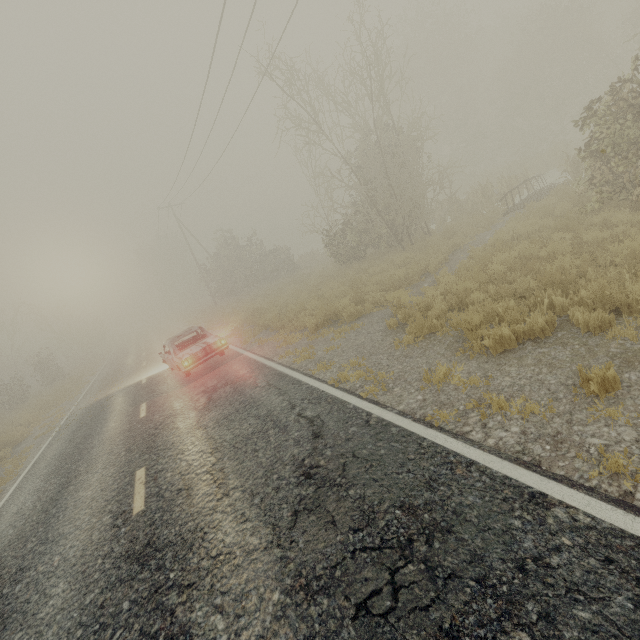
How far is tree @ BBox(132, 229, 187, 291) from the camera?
56.3m

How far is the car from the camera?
10.6 meters

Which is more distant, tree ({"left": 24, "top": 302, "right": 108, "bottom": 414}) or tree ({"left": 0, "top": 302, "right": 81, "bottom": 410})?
tree ({"left": 0, "top": 302, "right": 81, "bottom": 410})

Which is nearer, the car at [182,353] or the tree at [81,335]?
the car at [182,353]

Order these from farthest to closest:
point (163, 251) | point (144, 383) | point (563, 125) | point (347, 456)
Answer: point (163, 251)
point (563, 125)
point (144, 383)
point (347, 456)

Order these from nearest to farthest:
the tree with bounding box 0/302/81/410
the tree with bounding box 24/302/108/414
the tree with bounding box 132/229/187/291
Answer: the tree with bounding box 24/302/108/414
the tree with bounding box 0/302/81/410
the tree with bounding box 132/229/187/291
